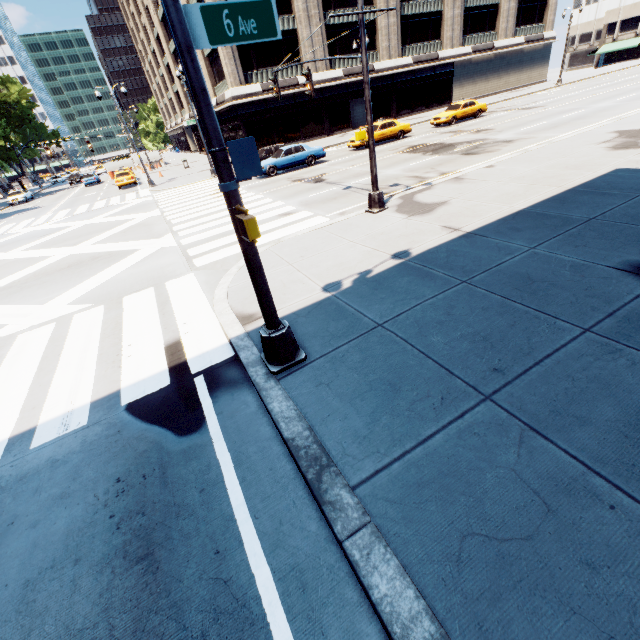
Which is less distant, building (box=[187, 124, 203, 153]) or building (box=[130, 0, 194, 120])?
building (box=[130, 0, 194, 120])

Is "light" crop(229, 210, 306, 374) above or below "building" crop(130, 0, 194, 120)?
below

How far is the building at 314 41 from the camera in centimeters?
3338cm

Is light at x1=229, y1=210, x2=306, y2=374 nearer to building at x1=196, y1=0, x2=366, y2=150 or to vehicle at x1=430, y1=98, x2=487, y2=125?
vehicle at x1=430, y1=98, x2=487, y2=125

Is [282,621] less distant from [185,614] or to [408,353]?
[185,614]

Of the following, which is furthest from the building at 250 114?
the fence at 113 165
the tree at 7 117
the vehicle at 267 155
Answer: the vehicle at 267 155

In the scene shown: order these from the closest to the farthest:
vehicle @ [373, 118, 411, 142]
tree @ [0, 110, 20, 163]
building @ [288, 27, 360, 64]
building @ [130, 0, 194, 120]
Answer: vehicle @ [373, 118, 411, 142]
building @ [288, 27, 360, 64]
building @ [130, 0, 194, 120]
tree @ [0, 110, 20, 163]

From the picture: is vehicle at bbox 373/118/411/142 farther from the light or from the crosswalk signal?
the crosswalk signal
